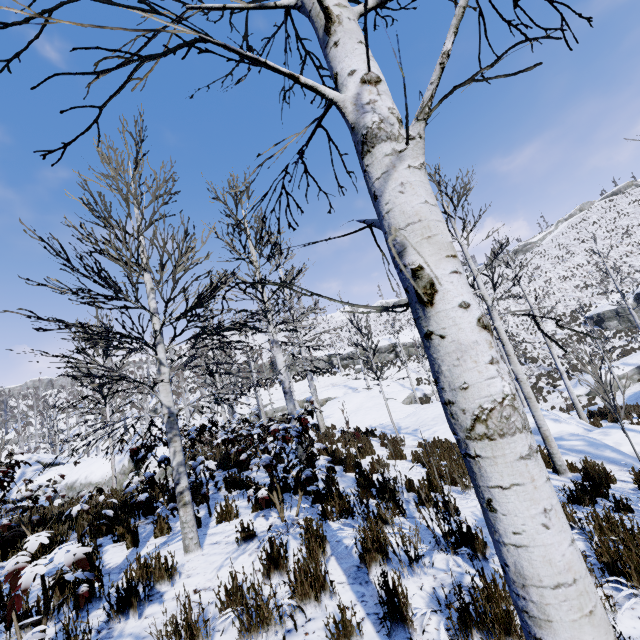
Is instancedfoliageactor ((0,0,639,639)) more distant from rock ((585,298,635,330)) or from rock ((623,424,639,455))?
rock ((585,298,635,330))

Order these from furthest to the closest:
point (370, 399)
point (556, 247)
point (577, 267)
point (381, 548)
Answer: point (556, 247) → point (577, 267) → point (370, 399) → point (381, 548)

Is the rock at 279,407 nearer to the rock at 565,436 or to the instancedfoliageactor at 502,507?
the rock at 565,436

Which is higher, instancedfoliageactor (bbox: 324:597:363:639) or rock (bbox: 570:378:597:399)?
instancedfoliageactor (bbox: 324:597:363:639)

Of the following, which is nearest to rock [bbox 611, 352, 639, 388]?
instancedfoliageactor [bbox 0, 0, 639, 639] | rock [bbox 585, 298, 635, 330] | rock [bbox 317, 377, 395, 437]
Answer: rock [bbox 585, 298, 635, 330]

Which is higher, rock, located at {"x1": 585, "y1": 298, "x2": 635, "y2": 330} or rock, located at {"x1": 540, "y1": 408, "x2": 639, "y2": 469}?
rock, located at {"x1": 585, "y1": 298, "x2": 635, "y2": 330}

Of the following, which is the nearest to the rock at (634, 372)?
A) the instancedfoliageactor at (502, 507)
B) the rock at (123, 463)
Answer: the instancedfoliageactor at (502, 507)

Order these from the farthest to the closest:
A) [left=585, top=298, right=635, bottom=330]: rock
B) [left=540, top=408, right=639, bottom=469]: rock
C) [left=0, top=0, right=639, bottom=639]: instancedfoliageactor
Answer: [left=585, top=298, right=635, bottom=330]: rock, [left=540, top=408, right=639, bottom=469]: rock, [left=0, top=0, right=639, bottom=639]: instancedfoliageactor
